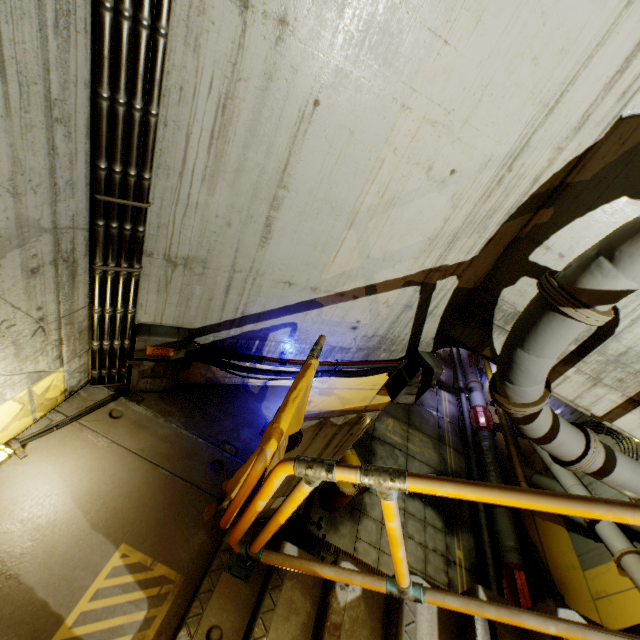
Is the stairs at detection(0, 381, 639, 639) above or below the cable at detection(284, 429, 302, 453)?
above

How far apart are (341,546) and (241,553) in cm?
807

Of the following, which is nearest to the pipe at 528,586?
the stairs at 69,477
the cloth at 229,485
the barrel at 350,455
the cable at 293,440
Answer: the stairs at 69,477

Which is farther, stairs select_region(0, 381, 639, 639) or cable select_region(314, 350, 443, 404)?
cable select_region(314, 350, 443, 404)

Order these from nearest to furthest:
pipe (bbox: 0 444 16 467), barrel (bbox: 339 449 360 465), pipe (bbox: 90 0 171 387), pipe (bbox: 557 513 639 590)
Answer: pipe (bbox: 90 0 171 387) → pipe (bbox: 0 444 16 467) → pipe (bbox: 557 513 639 590) → barrel (bbox: 339 449 360 465)

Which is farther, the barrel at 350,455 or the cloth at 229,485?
the barrel at 350,455

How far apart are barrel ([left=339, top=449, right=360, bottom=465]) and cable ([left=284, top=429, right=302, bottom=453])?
4.1 meters
